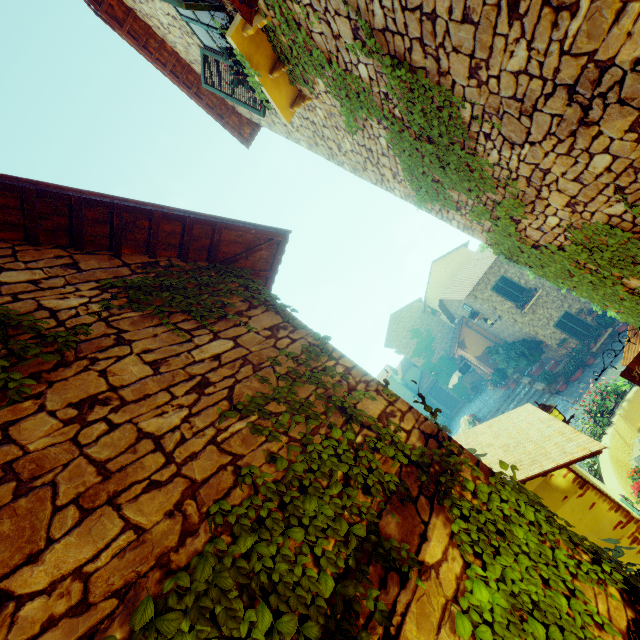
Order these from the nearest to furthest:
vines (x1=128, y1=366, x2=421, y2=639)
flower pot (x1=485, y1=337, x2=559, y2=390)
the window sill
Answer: vines (x1=128, y1=366, x2=421, y2=639)
the window sill
flower pot (x1=485, y1=337, x2=559, y2=390)

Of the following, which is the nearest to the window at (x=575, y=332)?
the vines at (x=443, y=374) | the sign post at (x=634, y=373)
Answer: the vines at (x=443, y=374)

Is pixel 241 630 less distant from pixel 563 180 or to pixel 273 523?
pixel 273 523

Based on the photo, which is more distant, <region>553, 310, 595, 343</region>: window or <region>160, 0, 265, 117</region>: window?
<region>553, 310, 595, 343</region>: window

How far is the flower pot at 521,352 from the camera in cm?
1784

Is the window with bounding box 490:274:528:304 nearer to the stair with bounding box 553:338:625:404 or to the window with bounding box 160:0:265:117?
the stair with bounding box 553:338:625:404

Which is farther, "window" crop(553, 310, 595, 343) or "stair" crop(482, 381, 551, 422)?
"stair" crop(482, 381, 551, 422)

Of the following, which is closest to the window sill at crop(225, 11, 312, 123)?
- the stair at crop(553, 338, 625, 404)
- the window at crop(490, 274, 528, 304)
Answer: the stair at crop(553, 338, 625, 404)
